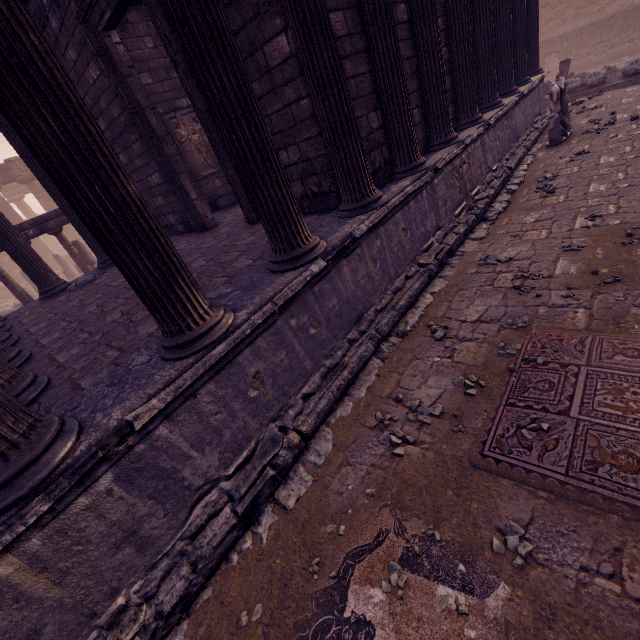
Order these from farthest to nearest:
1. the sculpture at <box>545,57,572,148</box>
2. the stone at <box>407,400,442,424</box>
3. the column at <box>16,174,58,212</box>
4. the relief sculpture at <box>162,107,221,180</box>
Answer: the column at <box>16,174,58,212</box> < the relief sculpture at <box>162,107,221,180</box> < the sculpture at <box>545,57,572,148</box> < the stone at <box>407,400,442,424</box>

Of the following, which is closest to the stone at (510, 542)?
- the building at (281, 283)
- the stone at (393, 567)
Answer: the stone at (393, 567)

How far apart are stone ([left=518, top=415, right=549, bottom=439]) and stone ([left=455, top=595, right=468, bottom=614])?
1.3m

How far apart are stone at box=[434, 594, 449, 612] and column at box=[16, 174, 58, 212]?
30.5m

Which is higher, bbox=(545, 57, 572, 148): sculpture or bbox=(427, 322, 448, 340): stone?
bbox=(545, 57, 572, 148): sculpture

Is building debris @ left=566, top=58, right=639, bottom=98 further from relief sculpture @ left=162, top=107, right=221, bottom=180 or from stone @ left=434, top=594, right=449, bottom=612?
relief sculpture @ left=162, top=107, right=221, bottom=180

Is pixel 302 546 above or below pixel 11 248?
below

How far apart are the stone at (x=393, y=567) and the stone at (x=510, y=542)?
0.7m
